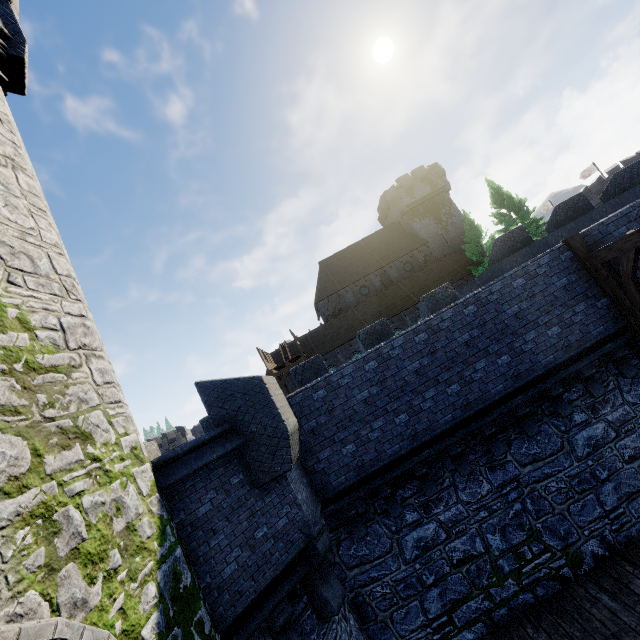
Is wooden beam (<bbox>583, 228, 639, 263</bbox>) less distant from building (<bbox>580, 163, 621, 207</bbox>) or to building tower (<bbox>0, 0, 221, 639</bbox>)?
building tower (<bbox>0, 0, 221, 639</bbox>)

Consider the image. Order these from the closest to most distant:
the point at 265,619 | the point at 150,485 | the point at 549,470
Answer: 1. the point at 150,485
2. the point at 265,619
3. the point at 549,470

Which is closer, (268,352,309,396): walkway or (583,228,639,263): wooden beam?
(583,228,639,263): wooden beam

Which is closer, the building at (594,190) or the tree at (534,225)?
the tree at (534,225)

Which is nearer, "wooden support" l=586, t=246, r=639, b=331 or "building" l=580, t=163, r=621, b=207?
A: "wooden support" l=586, t=246, r=639, b=331

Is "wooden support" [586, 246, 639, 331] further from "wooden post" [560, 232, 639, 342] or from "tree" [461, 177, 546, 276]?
"tree" [461, 177, 546, 276]

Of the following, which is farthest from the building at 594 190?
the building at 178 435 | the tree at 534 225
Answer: the building at 178 435

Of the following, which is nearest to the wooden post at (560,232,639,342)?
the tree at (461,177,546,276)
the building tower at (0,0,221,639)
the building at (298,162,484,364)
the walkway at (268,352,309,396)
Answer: the building tower at (0,0,221,639)
